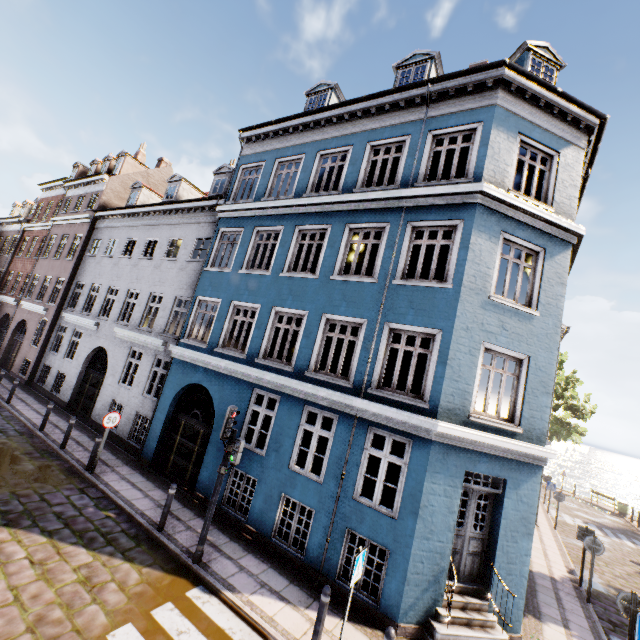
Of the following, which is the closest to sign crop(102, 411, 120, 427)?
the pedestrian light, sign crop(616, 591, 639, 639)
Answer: the pedestrian light

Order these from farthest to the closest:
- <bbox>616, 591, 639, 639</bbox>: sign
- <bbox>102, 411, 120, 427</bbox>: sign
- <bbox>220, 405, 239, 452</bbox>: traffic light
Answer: <bbox>102, 411, 120, 427</bbox>: sign < <bbox>220, 405, 239, 452</bbox>: traffic light < <bbox>616, 591, 639, 639</bbox>: sign

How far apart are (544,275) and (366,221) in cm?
510

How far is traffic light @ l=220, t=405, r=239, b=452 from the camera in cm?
740

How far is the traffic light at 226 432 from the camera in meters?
7.4 m

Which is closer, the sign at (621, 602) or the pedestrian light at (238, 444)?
the sign at (621, 602)

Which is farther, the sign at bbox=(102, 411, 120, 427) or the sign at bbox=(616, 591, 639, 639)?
the sign at bbox=(102, 411, 120, 427)

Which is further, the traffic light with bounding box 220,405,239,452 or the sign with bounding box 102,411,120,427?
the sign with bounding box 102,411,120,427
